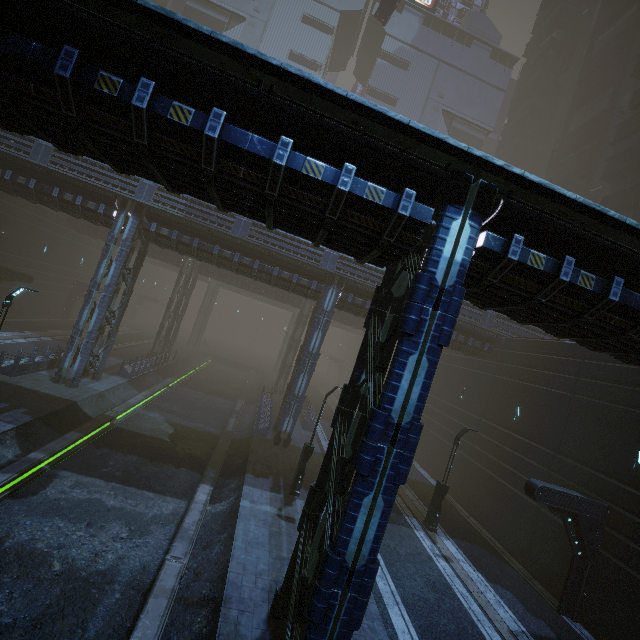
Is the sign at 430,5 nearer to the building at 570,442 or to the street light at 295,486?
the building at 570,442

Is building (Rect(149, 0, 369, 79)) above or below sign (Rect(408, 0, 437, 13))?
below

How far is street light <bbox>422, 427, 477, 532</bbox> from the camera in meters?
16.6

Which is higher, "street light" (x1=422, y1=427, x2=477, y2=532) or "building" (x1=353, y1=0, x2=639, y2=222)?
"building" (x1=353, y1=0, x2=639, y2=222)

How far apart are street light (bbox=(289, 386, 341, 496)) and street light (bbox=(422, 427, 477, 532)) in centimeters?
698cm

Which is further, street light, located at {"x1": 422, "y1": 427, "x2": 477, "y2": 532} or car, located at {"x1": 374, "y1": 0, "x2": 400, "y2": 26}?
car, located at {"x1": 374, "y1": 0, "x2": 400, "y2": 26}

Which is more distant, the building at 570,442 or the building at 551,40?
the building at 551,40

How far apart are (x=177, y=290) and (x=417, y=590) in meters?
32.5 m
